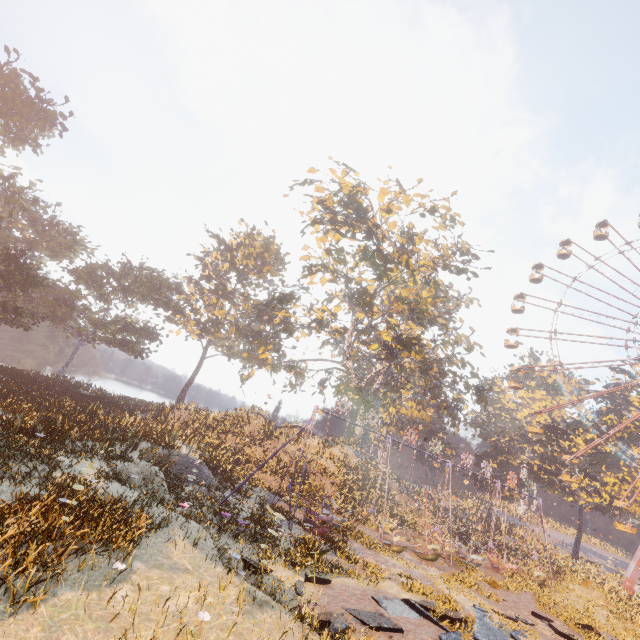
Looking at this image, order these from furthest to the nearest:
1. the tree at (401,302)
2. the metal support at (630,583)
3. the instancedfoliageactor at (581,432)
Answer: the metal support at (630,583) < the tree at (401,302) < the instancedfoliageactor at (581,432)

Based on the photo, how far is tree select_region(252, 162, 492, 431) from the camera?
25.4 meters

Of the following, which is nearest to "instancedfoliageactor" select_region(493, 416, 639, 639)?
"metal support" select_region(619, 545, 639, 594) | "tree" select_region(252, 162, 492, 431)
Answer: "metal support" select_region(619, 545, 639, 594)

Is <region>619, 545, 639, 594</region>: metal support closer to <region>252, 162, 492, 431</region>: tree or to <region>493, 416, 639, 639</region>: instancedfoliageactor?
<region>493, 416, 639, 639</region>: instancedfoliageactor

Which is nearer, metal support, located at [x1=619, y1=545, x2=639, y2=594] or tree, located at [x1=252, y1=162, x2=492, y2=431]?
tree, located at [x1=252, y1=162, x2=492, y2=431]

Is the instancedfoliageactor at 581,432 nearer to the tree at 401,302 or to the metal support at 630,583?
the metal support at 630,583

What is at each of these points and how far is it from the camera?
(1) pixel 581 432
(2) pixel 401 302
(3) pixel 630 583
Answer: (1) instancedfoliageactor, 43.9m
(2) tree, 32.6m
(3) metal support, 32.8m

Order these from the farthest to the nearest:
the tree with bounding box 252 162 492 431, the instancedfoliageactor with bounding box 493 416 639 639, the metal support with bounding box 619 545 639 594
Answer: the metal support with bounding box 619 545 639 594 → the tree with bounding box 252 162 492 431 → the instancedfoliageactor with bounding box 493 416 639 639
